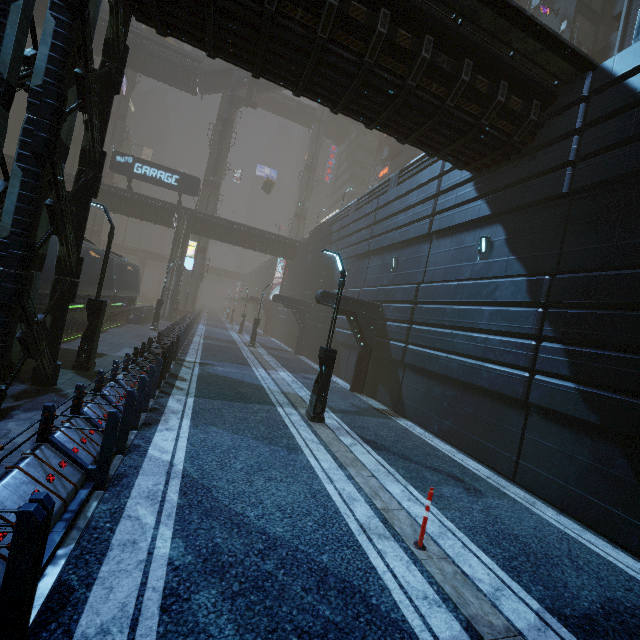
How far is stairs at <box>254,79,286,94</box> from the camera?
42.6m

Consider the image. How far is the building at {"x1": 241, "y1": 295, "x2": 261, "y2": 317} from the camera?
44.59m

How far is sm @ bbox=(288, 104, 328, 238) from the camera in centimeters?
5881cm

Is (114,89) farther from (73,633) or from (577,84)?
(577,84)

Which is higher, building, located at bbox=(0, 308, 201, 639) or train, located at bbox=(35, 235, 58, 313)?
train, located at bbox=(35, 235, 58, 313)

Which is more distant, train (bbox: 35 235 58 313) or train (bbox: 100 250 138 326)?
train (bbox: 100 250 138 326)

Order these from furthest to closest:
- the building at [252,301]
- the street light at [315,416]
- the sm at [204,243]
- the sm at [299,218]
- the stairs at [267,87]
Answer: the sm at [299,218] → the building at [252,301] → the sm at [204,243] → the stairs at [267,87] → the street light at [315,416]

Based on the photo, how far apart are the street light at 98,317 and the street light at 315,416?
7.2 meters
